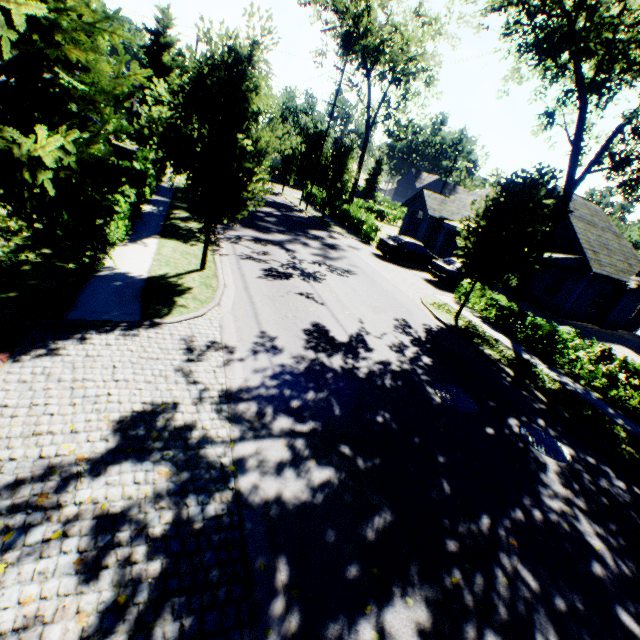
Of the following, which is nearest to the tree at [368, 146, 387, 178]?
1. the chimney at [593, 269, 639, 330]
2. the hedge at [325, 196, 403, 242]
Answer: the hedge at [325, 196, 403, 242]

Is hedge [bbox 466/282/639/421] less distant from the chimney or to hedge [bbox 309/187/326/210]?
the chimney

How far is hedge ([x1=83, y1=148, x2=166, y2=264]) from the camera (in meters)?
8.23

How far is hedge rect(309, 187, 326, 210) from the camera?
34.3 meters

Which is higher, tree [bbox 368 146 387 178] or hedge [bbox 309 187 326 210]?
tree [bbox 368 146 387 178]

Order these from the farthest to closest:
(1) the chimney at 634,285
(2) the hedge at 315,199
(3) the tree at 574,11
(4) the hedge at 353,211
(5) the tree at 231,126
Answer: (2) the hedge at 315,199
(4) the hedge at 353,211
(1) the chimney at 634,285
(3) the tree at 574,11
(5) the tree at 231,126

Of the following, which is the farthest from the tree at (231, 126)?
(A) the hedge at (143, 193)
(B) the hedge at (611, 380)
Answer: (A) the hedge at (143, 193)

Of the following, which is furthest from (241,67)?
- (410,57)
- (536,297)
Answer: (410,57)
